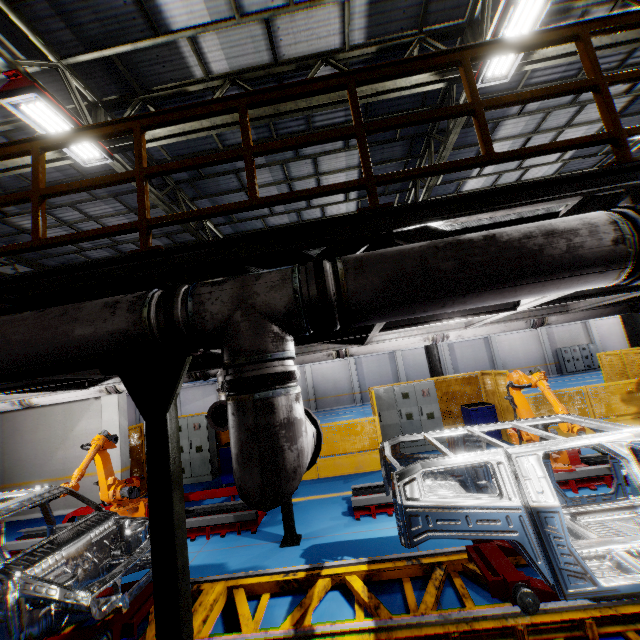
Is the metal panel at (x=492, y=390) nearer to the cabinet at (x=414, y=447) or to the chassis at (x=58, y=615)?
the cabinet at (x=414, y=447)

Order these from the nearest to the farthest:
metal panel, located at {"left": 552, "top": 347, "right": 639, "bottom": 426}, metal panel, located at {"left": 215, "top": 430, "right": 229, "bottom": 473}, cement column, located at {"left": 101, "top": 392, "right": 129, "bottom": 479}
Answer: metal panel, located at {"left": 552, "top": 347, "right": 639, "bottom": 426}, cement column, located at {"left": 101, "top": 392, "right": 129, "bottom": 479}, metal panel, located at {"left": 215, "top": 430, "right": 229, "bottom": 473}

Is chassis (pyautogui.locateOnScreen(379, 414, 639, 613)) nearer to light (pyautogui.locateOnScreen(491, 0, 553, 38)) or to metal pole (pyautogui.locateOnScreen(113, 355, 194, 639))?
metal pole (pyautogui.locateOnScreen(113, 355, 194, 639))

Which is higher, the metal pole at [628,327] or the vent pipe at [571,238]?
the vent pipe at [571,238]

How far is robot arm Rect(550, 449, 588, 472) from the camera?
6.25m

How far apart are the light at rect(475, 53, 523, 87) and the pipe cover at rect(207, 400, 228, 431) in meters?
7.5 m

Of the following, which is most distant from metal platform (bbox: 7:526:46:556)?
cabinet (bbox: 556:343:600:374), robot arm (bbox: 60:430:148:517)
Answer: cabinet (bbox: 556:343:600:374)

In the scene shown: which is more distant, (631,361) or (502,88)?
(631,361)
